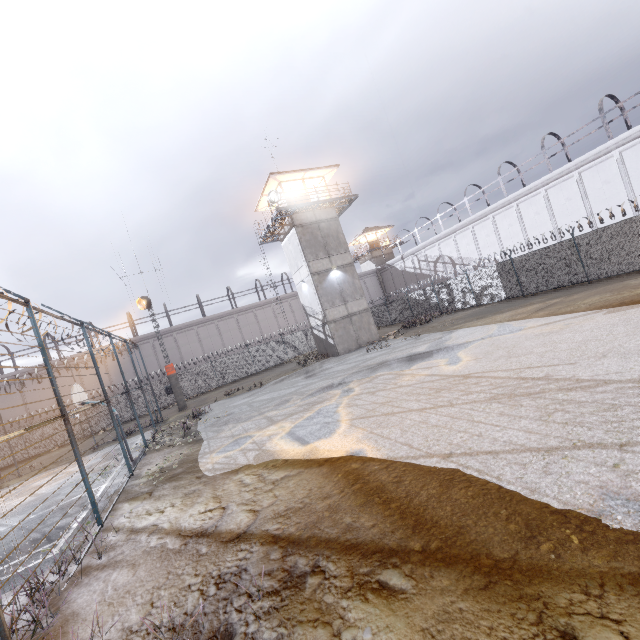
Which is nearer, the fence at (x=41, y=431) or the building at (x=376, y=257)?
the fence at (x=41, y=431)

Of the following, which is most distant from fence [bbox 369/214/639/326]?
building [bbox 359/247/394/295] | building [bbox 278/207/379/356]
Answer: building [bbox 359/247/394/295]

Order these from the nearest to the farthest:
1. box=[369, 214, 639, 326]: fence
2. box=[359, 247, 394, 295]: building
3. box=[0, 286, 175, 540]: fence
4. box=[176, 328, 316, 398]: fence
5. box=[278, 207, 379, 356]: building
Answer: box=[0, 286, 175, 540]: fence < box=[369, 214, 639, 326]: fence < box=[278, 207, 379, 356]: building < box=[176, 328, 316, 398]: fence < box=[359, 247, 394, 295]: building

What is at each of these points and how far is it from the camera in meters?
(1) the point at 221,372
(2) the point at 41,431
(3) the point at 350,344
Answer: (1) fence, 33.3 m
(2) fence, 27.4 m
(3) building, 25.5 m

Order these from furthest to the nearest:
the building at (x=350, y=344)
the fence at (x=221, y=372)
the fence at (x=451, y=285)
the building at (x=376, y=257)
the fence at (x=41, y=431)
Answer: the building at (x=376, y=257)
the fence at (x=221, y=372)
the building at (x=350, y=344)
the fence at (x=451, y=285)
the fence at (x=41, y=431)

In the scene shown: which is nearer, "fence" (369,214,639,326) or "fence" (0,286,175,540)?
"fence" (0,286,175,540)

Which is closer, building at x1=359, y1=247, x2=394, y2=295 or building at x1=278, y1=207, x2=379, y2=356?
building at x1=278, y1=207, x2=379, y2=356
